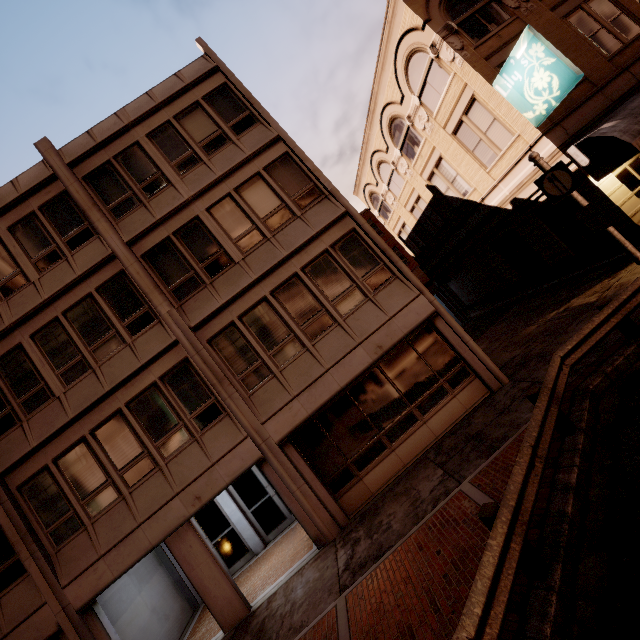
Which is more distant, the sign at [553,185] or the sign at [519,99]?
the sign at [519,99]

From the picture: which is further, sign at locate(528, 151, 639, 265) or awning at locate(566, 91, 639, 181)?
awning at locate(566, 91, 639, 181)

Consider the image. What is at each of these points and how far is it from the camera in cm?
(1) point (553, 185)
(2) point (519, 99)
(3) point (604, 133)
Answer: (1) sign, 837
(2) sign, 1124
(3) awning, 1002

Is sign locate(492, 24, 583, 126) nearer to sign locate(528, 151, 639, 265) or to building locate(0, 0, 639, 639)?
building locate(0, 0, 639, 639)

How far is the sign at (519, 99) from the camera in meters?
9.7 m

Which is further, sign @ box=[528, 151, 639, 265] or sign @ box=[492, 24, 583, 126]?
sign @ box=[492, 24, 583, 126]

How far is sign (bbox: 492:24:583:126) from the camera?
9.7 meters

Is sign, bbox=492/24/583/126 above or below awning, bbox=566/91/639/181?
above
